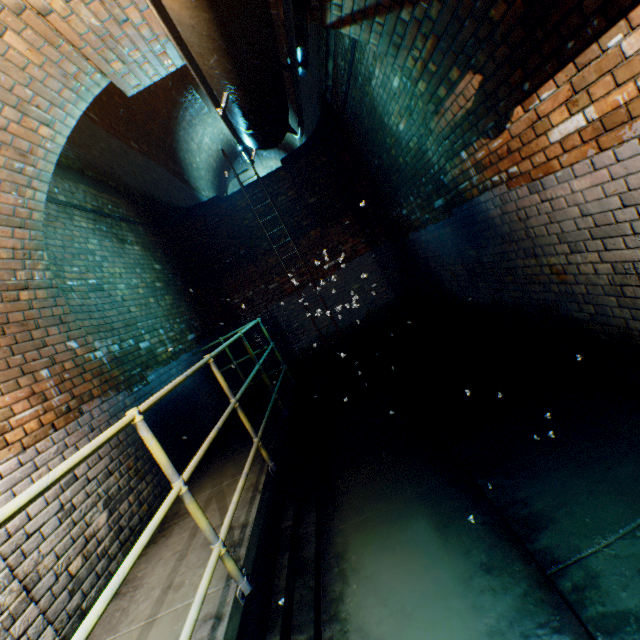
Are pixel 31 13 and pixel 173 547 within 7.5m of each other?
yes

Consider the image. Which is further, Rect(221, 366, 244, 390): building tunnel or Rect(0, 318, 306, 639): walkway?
Rect(221, 366, 244, 390): building tunnel

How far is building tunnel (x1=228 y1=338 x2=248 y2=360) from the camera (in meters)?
7.53

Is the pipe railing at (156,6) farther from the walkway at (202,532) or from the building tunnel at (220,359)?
the walkway at (202,532)

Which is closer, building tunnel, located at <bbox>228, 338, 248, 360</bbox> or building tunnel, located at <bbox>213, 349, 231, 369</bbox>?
building tunnel, located at <bbox>213, 349, 231, 369</bbox>

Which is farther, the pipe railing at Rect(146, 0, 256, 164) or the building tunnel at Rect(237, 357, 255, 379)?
the building tunnel at Rect(237, 357, 255, 379)

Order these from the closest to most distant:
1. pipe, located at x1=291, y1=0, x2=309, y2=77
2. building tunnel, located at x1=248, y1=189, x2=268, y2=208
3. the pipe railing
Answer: the pipe railing, pipe, located at x1=291, y1=0, x2=309, y2=77, building tunnel, located at x1=248, y1=189, x2=268, y2=208

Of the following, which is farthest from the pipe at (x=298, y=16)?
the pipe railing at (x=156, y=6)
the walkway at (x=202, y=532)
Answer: the walkway at (x=202, y=532)
